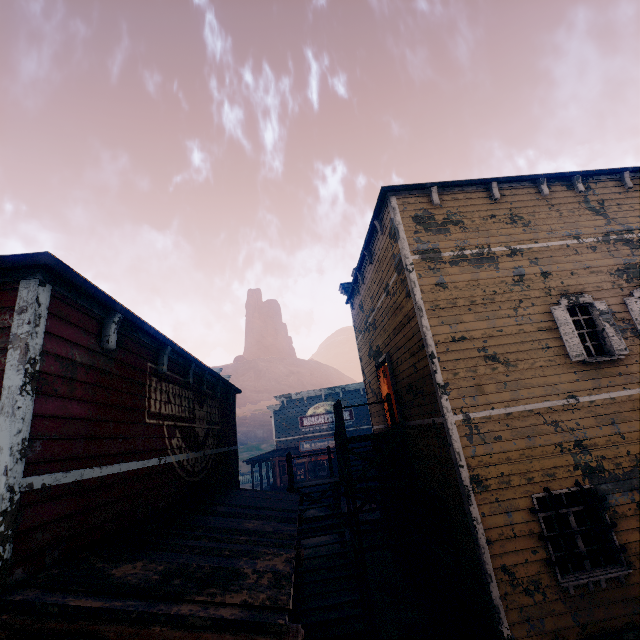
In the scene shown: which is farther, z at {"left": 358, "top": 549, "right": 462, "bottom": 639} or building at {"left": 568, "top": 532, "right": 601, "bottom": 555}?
z at {"left": 358, "top": 549, "right": 462, "bottom": 639}

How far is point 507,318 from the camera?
7.8 meters

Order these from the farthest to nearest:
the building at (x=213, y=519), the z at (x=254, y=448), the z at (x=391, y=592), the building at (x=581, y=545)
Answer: the z at (x=254, y=448), the z at (x=391, y=592), the building at (x=581, y=545), the building at (x=213, y=519)

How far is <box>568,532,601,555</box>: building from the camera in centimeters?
625cm

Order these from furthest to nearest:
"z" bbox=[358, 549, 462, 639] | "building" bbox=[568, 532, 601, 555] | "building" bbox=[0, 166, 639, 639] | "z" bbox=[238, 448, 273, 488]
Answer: "z" bbox=[238, 448, 273, 488], "z" bbox=[358, 549, 462, 639], "building" bbox=[568, 532, 601, 555], "building" bbox=[0, 166, 639, 639]

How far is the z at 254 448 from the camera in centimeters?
4338cm
